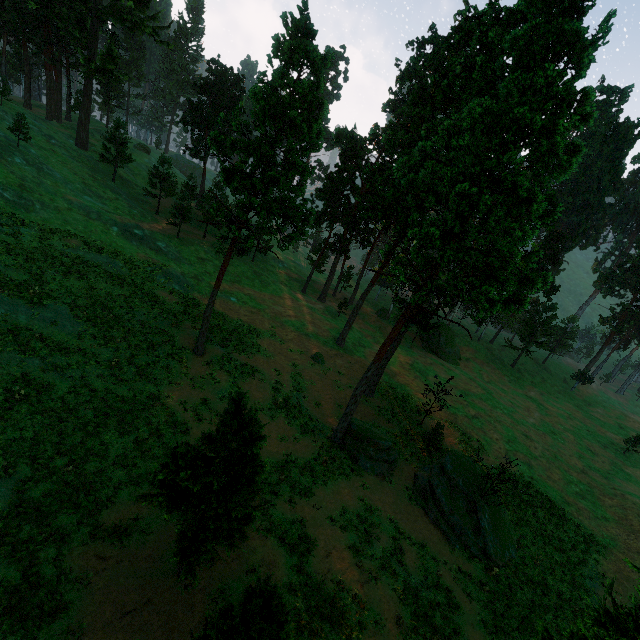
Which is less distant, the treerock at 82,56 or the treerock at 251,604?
the treerock at 251,604

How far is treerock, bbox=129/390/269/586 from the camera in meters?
10.8 m

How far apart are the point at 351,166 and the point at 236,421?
45.17m

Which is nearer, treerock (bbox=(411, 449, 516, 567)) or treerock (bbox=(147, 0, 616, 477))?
treerock (bbox=(147, 0, 616, 477))

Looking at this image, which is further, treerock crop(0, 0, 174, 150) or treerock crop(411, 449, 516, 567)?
treerock crop(0, 0, 174, 150)

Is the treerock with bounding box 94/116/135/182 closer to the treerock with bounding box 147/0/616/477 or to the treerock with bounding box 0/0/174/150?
the treerock with bounding box 0/0/174/150

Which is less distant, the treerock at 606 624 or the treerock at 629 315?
the treerock at 606 624
